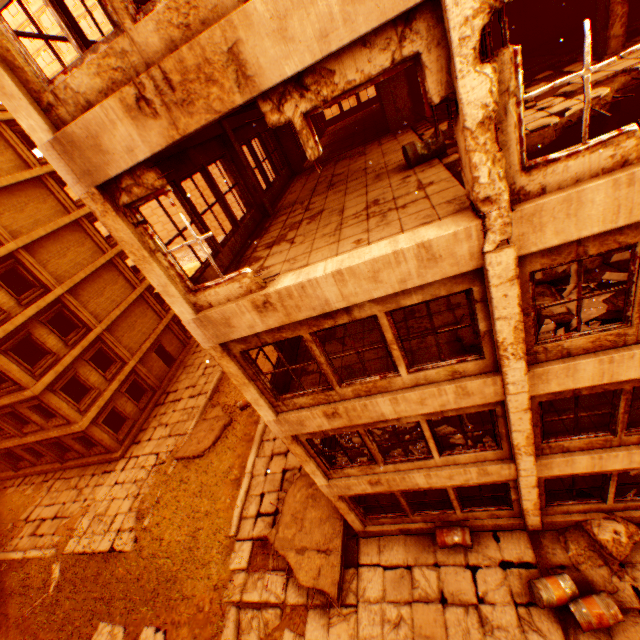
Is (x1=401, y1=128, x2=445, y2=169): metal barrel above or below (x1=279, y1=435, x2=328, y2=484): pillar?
above

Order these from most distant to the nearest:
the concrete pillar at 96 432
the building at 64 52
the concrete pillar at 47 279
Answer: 1. the building at 64 52
2. the concrete pillar at 96 432
3. the concrete pillar at 47 279

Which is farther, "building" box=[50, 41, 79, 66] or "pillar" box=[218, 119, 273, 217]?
"building" box=[50, 41, 79, 66]

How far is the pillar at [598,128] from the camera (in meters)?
8.91

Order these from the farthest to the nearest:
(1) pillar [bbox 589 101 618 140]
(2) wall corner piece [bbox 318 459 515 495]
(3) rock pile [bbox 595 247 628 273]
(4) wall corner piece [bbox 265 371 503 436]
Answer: (1) pillar [bbox 589 101 618 140] → (2) wall corner piece [bbox 318 459 515 495] → (3) rock pile [bbox 595 247 628 273] → (4) wall corner piece [bbox 265 371 503 436]

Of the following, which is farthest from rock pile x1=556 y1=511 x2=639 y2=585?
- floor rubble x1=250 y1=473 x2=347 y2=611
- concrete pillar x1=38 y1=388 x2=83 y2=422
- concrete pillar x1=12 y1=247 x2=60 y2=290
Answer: concrete pillar x1=12 y1=247 x2=60 y2=290

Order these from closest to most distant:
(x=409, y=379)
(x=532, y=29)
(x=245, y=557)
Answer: (x=409, y=379)
(x=245, y=557)
(x=532, y=29)

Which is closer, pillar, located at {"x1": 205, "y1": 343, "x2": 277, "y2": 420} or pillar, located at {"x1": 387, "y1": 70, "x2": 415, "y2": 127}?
pillar, located at {"x1": 205, "y1": 343, "x2": 277, "y2": 420}
